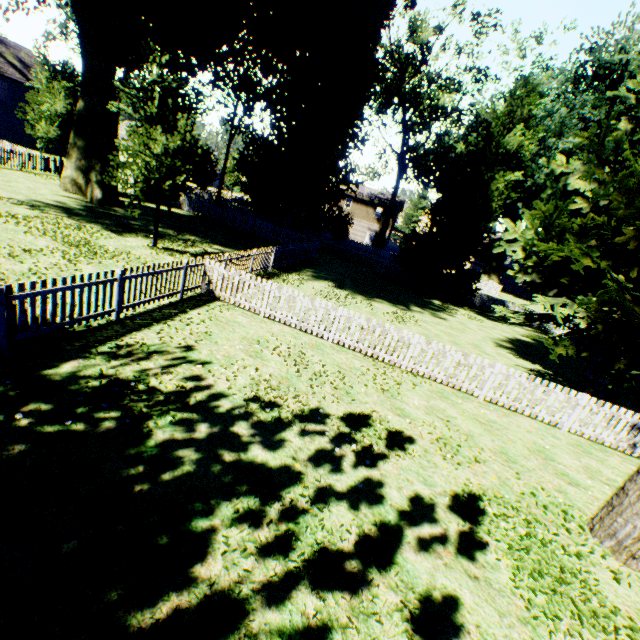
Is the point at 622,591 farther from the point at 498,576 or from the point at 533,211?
the point at 533,211

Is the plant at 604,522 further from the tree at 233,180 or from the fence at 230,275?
the tree at 233,180

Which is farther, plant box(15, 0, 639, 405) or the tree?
the tree

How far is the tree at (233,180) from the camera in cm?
5178

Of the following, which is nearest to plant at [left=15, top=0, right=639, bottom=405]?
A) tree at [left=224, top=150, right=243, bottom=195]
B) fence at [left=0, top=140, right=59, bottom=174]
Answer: fence at [left=0, top=140, right=59, bottom=174]

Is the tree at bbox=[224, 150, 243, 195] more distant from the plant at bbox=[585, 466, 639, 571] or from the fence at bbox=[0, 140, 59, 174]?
the plant at bbox=[585, 466, 639, 571]

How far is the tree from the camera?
51.8m

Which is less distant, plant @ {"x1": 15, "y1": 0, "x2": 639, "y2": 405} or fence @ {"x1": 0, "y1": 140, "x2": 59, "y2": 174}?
plant @ {"x1": 15, "y1": 0, "x2": 639, "y2": 405}
